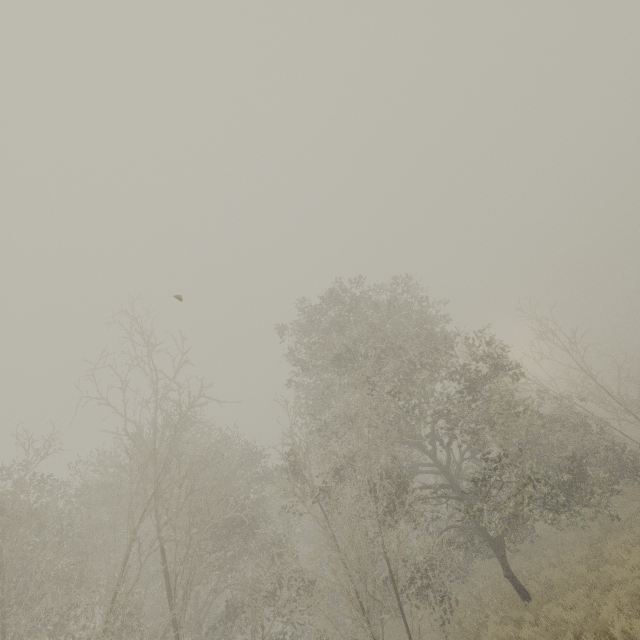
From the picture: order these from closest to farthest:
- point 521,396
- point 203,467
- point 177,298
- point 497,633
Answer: point 177,298, point 497,633, point 203,467, point 521,396
